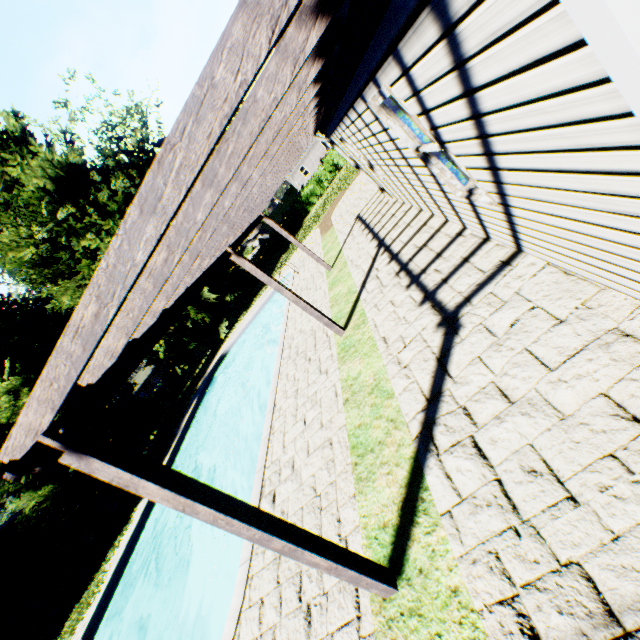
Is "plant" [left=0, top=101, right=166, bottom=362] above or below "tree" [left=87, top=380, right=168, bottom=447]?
above

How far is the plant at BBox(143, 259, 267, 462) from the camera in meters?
23.5 m

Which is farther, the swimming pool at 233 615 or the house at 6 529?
the house at 6 529

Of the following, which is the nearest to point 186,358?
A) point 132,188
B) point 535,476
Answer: point 132,188

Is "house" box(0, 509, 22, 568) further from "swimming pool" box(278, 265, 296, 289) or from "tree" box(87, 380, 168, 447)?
"swimming pool" box(278, 265, 296, 289)

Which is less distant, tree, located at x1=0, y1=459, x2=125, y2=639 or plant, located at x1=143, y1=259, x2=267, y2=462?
tree, located at x1=0, y1=459, x2=125, y2=639

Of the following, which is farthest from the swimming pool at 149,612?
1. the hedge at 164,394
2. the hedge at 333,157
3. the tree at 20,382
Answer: the hedge at 333,157

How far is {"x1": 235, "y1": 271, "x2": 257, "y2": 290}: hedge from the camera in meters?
35.0
